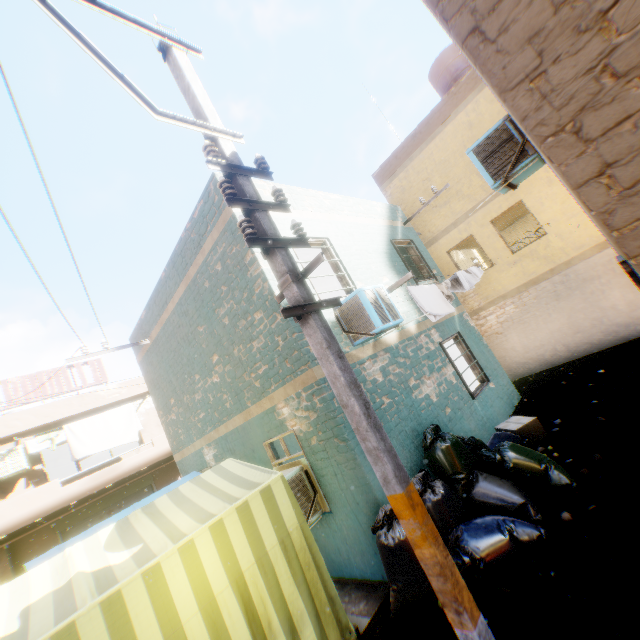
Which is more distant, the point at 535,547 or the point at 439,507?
the point at 439,507

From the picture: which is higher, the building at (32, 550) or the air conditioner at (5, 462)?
the air conditioner at (5, 462)

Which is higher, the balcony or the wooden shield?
the wooden shield

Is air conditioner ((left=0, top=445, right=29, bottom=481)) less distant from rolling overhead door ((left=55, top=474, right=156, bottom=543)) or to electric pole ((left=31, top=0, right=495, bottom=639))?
electric pole ((left=31, top=0, right=495, bottom=639))

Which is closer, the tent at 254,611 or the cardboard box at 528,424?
the tent at 254,611

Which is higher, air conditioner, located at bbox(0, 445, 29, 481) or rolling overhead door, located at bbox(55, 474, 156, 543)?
air conditioner, located at bbox(0, 445, 29, 481)

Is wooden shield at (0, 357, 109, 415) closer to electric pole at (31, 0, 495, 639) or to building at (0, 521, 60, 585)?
building at (0, 521, 60, 585)

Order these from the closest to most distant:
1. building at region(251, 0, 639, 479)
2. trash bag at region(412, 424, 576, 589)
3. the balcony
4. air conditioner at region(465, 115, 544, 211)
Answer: building at region(251, 0, 639, 479) → trash bag at region(412, 424, 576, 589) → air conditioner at region(465, 115, 544, 211) → the balcony
